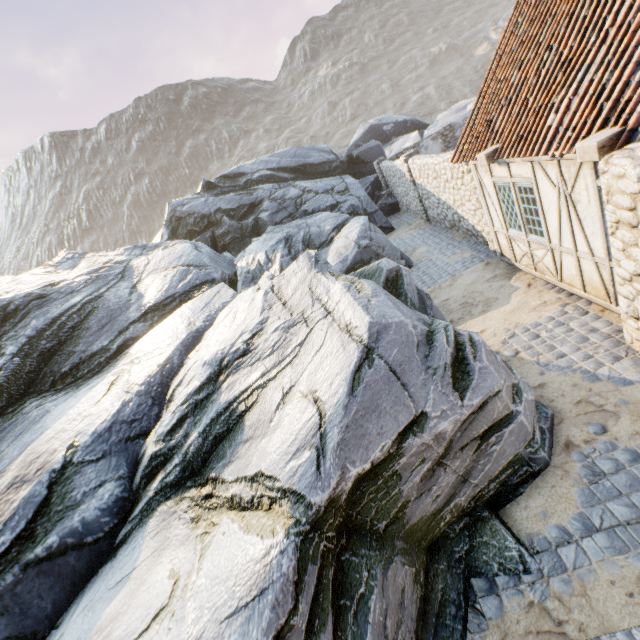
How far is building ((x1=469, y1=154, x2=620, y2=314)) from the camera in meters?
5.2

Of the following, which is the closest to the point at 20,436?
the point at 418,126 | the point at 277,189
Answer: the point at 277,189

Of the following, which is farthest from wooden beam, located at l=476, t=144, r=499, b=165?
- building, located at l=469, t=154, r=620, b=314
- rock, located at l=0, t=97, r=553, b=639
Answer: rock, located at l=0, t=97, r=553, b=639

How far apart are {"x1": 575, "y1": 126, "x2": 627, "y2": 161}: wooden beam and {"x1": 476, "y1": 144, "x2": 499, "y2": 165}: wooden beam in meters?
2.6 m

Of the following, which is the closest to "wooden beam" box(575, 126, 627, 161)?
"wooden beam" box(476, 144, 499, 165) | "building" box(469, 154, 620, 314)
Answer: "building" box(469, 154, 620, 314)

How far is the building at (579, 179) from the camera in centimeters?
523cm

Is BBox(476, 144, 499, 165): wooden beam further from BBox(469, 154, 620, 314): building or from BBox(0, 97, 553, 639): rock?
BBox(0, 97, 553, 639): rock

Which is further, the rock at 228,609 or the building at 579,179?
the building at 579,179
